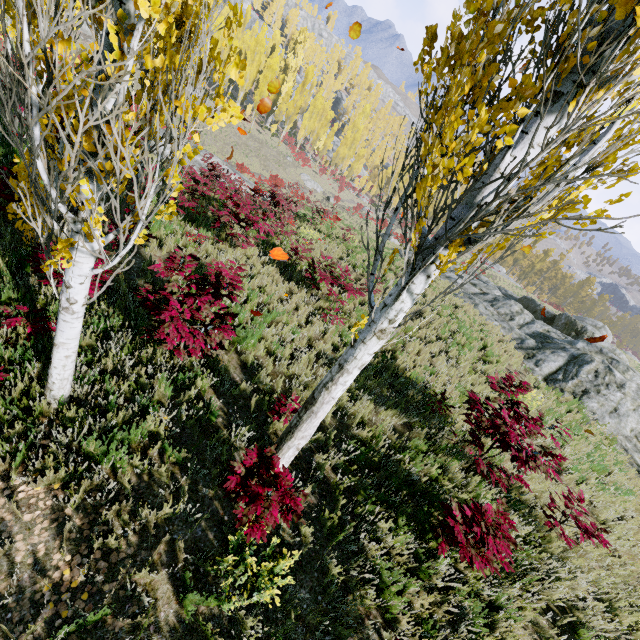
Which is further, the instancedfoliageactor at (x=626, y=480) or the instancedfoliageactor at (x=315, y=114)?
the instancedfoliageactor at (x=315, y=114)

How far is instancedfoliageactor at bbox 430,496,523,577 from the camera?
3.9 meters

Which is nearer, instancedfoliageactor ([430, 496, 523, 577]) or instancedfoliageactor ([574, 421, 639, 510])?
instancedfoliageactor ([430, 496, 523, 577])

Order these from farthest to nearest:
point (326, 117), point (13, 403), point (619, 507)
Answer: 1. point (326, 117)
2. point (619, 507)
3. point (13, 403)

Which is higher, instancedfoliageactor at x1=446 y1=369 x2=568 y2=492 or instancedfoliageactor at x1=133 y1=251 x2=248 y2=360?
instancedfoliageactor at x1=446 y1=369 x2=568 y2=492
